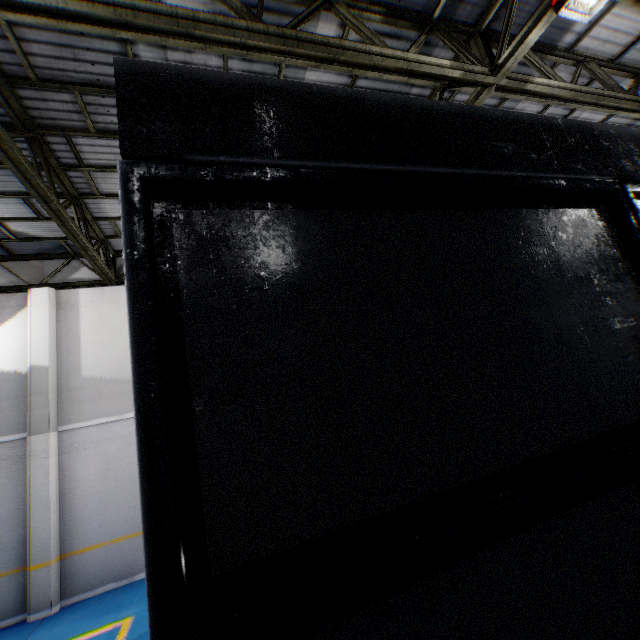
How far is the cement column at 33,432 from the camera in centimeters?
741cm

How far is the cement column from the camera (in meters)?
7.41

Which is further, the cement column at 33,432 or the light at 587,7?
the cement column at 33,432

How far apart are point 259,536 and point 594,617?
0.98m

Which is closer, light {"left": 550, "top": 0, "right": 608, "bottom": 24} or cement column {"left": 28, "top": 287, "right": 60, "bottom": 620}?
light {"left": 550, "top": 0, "right": 608, "bottom": 24}

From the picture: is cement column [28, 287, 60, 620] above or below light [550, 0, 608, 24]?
below
